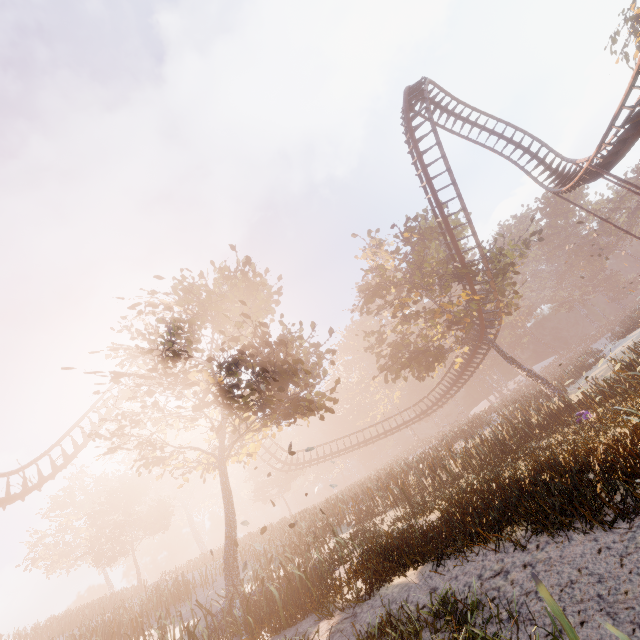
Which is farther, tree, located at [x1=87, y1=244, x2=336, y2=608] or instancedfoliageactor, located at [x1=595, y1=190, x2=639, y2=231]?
instancedfoliageactor, located at [x1=595, y1=190, x2=639, y2=231]

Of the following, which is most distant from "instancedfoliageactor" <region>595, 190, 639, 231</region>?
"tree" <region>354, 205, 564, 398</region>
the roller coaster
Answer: the roller coaster

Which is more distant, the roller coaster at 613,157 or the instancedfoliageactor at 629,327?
the instancedfoliageactor at 629,327

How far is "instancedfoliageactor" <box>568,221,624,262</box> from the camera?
56.3 meters

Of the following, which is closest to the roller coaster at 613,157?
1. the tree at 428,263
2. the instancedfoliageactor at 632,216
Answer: the tree at 428,263

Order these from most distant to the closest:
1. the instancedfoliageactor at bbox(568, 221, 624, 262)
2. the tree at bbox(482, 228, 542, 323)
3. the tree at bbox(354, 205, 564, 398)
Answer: the instancedfoliageactor at bbox(568, 221, 624, 262), the tree at bbox(354, 205, 564, 398), the tree at bbox(482, 228, 542, 323)

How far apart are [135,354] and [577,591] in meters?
17.6 m
